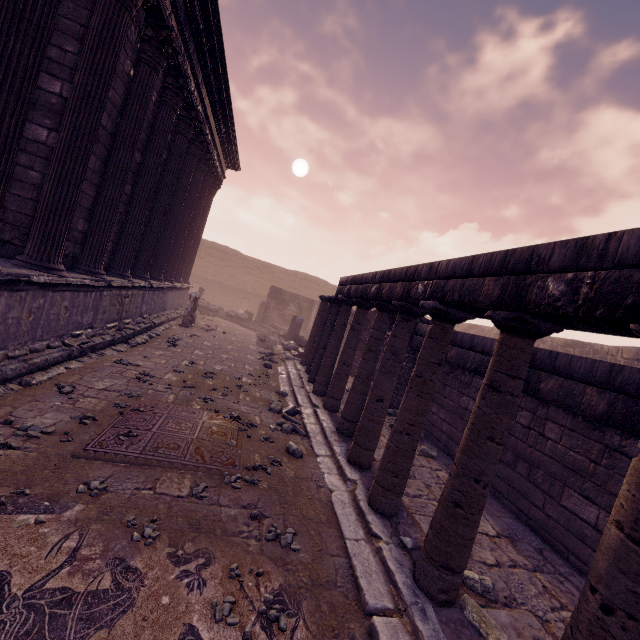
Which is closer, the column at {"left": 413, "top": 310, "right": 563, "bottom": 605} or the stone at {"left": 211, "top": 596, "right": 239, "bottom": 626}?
the stone at {"left": 211, "top": 596, "right": 239, "bottom": 626}

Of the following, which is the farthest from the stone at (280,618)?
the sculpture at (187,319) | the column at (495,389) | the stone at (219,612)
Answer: the sculpture at (187,319)

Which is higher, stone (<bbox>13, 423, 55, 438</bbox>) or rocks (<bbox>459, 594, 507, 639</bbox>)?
rocks (<bbox>459, 594, 507, 639</bbox>)

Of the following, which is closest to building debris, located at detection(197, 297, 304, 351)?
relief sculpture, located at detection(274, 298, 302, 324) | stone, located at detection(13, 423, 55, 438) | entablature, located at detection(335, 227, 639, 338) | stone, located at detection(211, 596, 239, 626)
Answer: relief sculpture, located at detection(274, 298, 302, 324)

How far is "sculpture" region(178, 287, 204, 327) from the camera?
12.35m

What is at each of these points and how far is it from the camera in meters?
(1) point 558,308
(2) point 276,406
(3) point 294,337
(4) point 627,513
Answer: (1) entablature, 2.2
(2) rocks, 6.7
(3) building debris, 14.8
(4) column, 1.7

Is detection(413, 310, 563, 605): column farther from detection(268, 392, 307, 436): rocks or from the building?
the building

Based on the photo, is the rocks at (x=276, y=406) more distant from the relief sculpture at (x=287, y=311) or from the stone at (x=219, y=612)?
the relief sculpture at (x=287, y=311)
